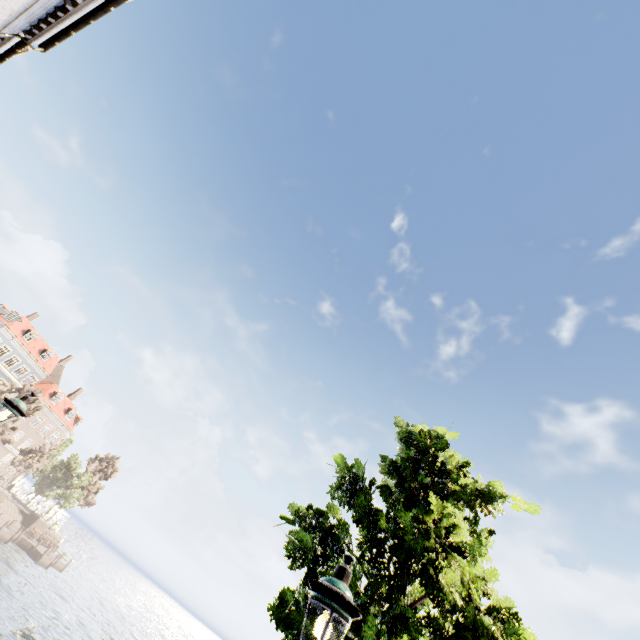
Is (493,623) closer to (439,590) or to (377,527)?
(439,590)

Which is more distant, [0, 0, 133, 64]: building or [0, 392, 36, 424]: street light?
[0, 0, 133, 64]: building

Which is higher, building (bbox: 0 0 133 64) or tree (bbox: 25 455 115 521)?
building (bbox: 0 0 133 64)

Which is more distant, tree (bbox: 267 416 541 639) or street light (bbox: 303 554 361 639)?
tree (bbox: 267 416 541 639)

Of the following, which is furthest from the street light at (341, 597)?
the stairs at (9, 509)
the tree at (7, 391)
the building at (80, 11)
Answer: the stairs at (9, 509)

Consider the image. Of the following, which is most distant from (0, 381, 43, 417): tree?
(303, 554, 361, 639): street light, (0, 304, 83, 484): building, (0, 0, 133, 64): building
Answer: (0, 304, 83, 484): building

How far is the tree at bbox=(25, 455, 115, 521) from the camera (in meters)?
46.19

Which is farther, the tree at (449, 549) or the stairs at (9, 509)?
the stairs at (9, 509)
